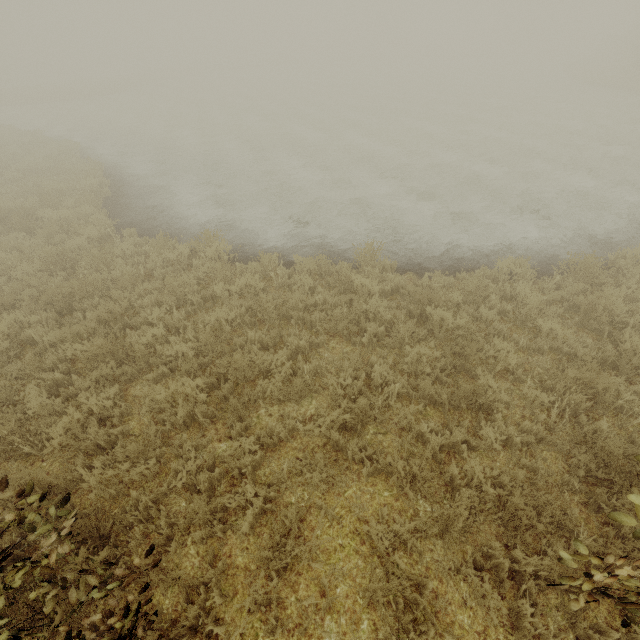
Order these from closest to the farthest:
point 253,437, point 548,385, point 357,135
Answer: point 253,437 → point 548,385 → point 357,135
